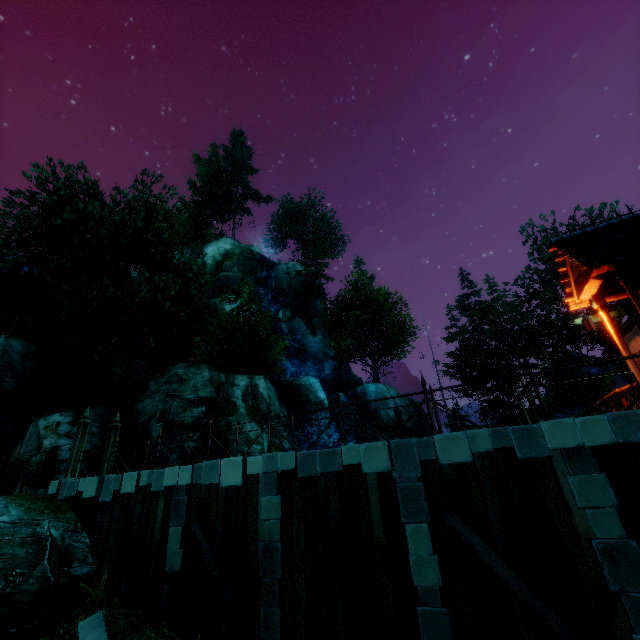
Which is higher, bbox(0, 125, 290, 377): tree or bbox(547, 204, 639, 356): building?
bbox(0, 125, 290, 377): tree

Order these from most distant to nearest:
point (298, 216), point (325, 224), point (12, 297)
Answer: point (298, 216), point (325, 224), point (12, 297)

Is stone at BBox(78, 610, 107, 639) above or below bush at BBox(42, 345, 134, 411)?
below

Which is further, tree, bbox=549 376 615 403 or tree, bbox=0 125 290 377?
tree, bbox=549 376 615 403

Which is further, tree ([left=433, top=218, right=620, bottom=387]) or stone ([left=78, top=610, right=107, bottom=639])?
tree ([left=433, top=218, right=620, bottom=387])

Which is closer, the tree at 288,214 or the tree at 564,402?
the tree at 564,402

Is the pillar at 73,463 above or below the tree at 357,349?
below

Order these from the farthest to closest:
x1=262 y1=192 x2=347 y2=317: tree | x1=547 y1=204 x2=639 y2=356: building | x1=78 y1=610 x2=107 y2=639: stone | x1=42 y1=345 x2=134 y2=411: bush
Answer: x1=262 y1=192 x2=347 y2=317: tree → x1=42 y1=345 x2=134 y2=411: bush → x1=78 y1=610 x2=107 y2=639: stone → x1=547 y1=204 x2=639 y2=356: building
